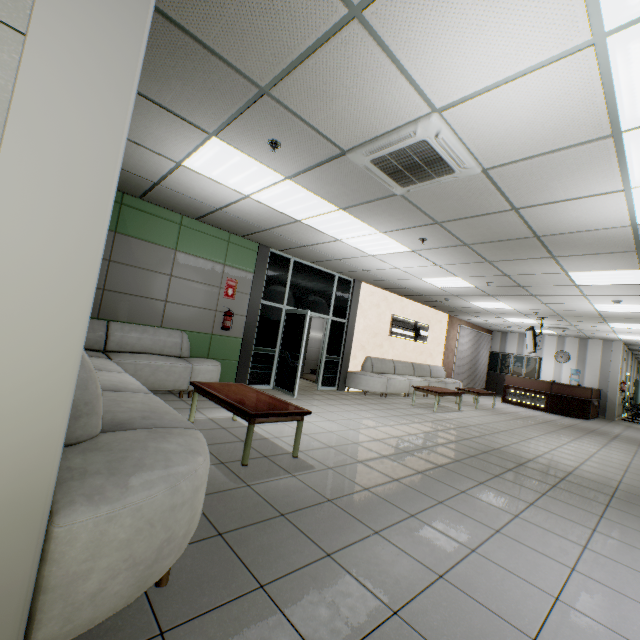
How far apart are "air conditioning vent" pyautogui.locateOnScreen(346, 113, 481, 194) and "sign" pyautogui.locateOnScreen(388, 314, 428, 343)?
7.08m

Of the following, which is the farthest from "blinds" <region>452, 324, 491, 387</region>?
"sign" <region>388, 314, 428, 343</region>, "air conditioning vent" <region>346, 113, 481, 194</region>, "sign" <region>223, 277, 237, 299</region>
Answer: "air conditioning vent" <region>346, 113, 481, 194</region>

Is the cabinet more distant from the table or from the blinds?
the table

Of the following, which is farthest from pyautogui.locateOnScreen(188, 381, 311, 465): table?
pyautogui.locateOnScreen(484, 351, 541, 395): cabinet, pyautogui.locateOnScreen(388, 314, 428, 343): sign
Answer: pyautogui.locateOnScreen(484, 351, 541, 395): cabinet

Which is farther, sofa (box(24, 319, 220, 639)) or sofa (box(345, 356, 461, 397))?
sofa (box(345, 356, 461, 397))

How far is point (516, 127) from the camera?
2.6 meters

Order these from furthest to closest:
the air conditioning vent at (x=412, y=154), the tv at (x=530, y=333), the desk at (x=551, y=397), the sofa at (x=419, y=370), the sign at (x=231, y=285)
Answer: the desk at (x=551, y=397)
the tv at (x=530, y=333)
the sofa at (x=419, y=370)
the sign at (x=231, y=285)
the air conditioning vent at (x=412, y=154)

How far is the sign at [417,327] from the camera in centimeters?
1082cm
